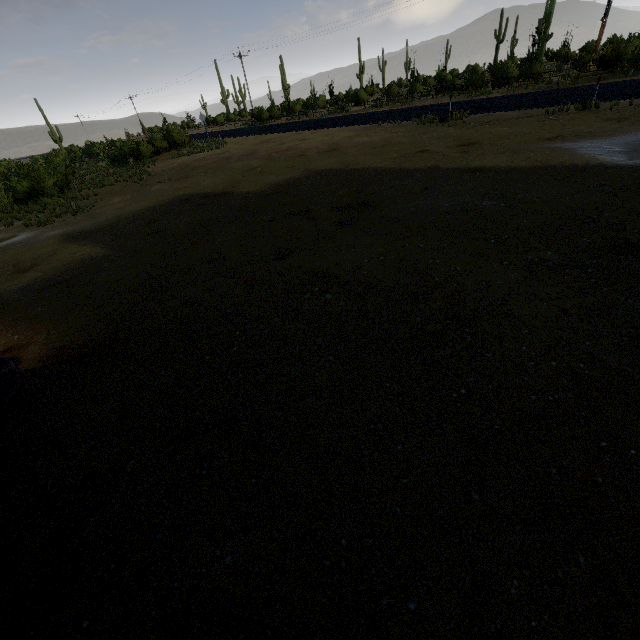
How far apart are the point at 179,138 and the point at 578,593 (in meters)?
36.29
